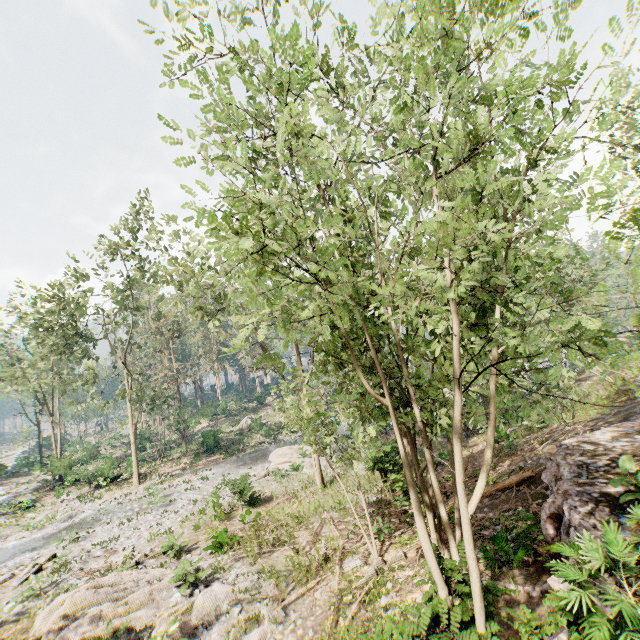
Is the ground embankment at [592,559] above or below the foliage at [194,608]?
above

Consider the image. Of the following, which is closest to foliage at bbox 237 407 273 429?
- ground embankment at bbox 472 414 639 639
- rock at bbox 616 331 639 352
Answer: ground embankment at bbox 472 414 639 639

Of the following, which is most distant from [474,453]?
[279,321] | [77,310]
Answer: [77,310]

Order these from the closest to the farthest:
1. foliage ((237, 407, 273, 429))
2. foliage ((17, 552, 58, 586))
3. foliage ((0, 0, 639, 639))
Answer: foliage ((0, 0, 639, 639)) < foliage ((17, 552, 58, 586)) < foliage ((237, 407, 273, 429))

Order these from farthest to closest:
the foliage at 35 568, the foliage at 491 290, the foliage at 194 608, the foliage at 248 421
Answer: the foliage at 248 421, the foliage at 35 568, the foliage at 194 608, the foliage at 491 290

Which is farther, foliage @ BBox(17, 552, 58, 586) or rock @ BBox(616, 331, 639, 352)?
A: rock @ BBox(616, 331, 639, 352)

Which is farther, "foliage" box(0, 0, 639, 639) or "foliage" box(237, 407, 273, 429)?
"foliage" box(237, 407, 273, 429)
